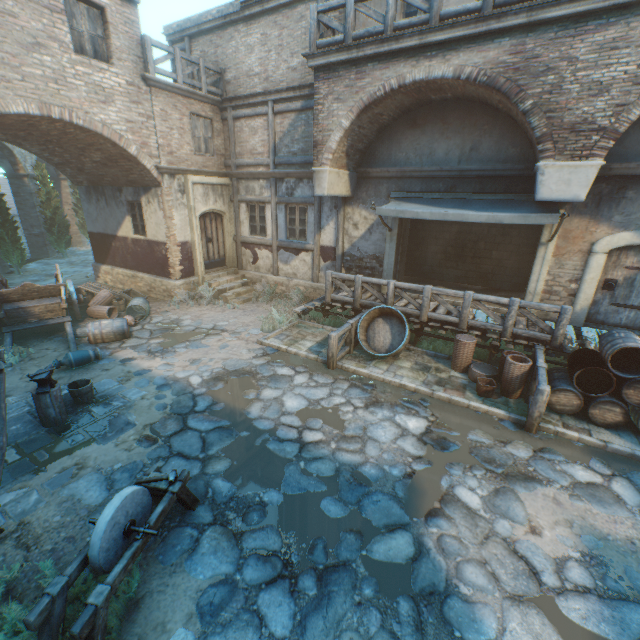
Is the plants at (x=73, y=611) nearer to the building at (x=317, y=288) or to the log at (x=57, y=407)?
the building at (x=317, y=288)

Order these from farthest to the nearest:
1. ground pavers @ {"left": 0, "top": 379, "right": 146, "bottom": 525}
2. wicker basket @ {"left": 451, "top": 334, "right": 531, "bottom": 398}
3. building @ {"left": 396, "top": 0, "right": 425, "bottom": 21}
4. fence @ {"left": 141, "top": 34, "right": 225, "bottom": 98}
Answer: fence @ {"left": 141, "top": 34, "right": 225, "bottom": 98}, building @ {"left": 396, "top": 0, "right": 425, "bottom": 21}, wicker basket @ {"left": 451, "top": 334, "right": 531, "bottom": 398}, ground pavers @ {"left": 0, "top": 379, "right": 146, "bottom": 525}

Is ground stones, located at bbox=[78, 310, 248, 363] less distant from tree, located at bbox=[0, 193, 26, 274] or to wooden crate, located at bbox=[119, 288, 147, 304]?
wooden crate, located at bbox=[119, 288, 147, 304]

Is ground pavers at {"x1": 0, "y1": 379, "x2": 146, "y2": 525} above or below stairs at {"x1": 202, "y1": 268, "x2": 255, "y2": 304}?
below

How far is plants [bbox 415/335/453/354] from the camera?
8.9m

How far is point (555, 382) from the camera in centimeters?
661cm

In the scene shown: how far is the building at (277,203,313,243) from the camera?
12.0m

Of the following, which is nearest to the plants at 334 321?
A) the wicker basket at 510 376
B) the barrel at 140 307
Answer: the wicker basket at 510 376
